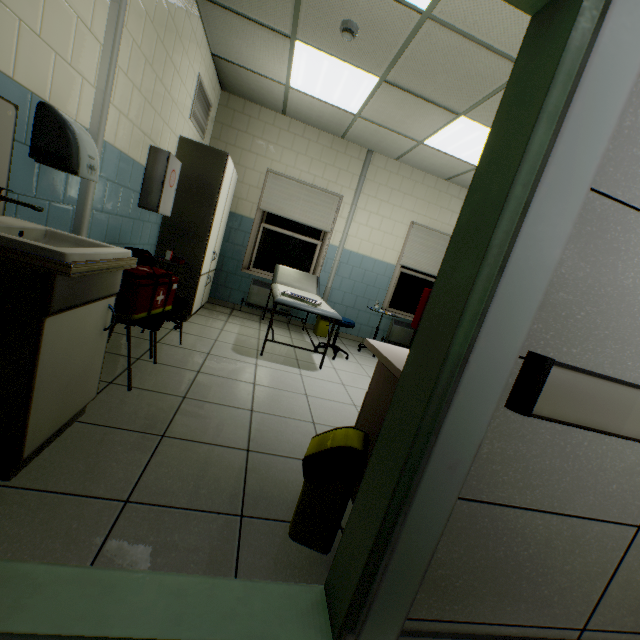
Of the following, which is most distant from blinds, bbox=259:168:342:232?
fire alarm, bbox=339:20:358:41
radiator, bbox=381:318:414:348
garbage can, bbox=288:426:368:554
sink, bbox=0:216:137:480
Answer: garbage can, bbox=288:426:368:554

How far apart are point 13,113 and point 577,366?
2.5 meters

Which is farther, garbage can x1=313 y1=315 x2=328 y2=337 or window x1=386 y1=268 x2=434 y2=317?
window x1=386 y1=268 x2=434 y2=317

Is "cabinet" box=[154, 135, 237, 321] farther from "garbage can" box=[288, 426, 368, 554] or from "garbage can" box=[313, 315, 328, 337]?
"garbage can" box=[288, 426, 368, 554]

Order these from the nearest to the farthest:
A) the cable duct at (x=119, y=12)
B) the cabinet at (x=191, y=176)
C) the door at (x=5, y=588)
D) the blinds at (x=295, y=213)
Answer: the door at (x=5, y=588), the cable duct at (x=119, y=12), the cabinet at (x=191, y=176), the blinds at (x=295, y=213)

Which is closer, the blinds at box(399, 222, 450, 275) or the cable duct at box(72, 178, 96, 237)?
the cable duct at box(72, 178, 96, 237)

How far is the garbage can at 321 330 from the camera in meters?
5.6 m

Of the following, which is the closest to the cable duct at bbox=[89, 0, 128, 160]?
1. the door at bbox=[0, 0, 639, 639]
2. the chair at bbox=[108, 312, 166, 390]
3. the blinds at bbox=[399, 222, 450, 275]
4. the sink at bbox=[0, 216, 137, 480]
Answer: the chair at bbox=[108, 312, 166, 390]
